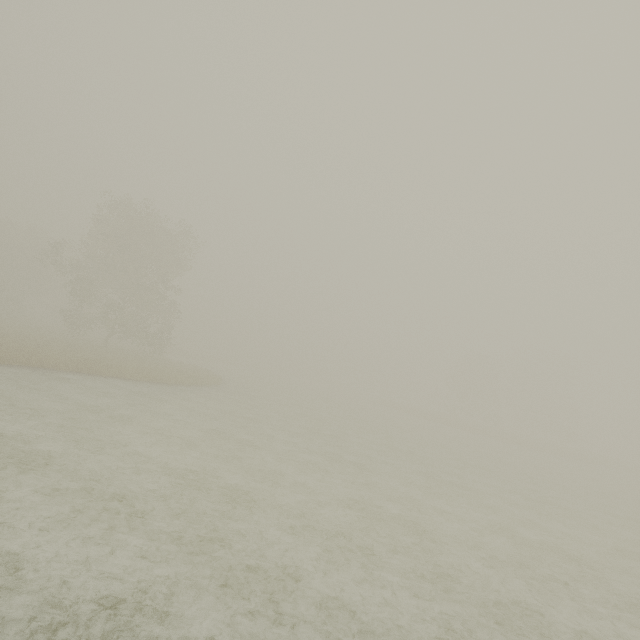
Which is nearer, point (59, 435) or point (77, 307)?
point (59, 435)
